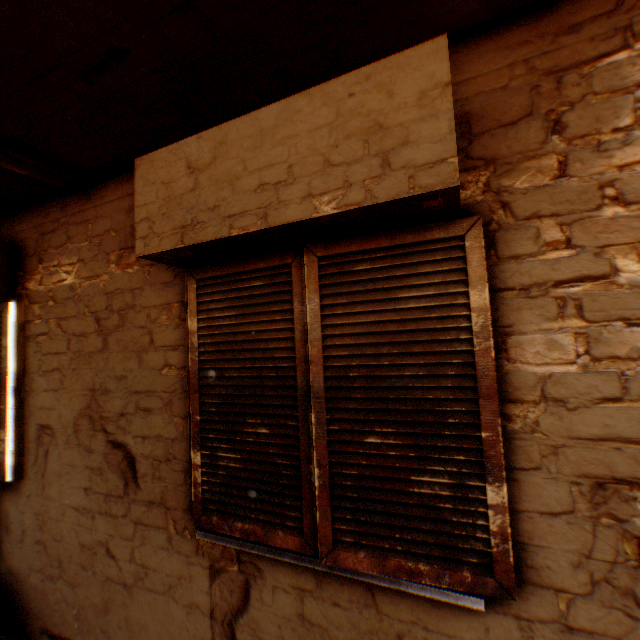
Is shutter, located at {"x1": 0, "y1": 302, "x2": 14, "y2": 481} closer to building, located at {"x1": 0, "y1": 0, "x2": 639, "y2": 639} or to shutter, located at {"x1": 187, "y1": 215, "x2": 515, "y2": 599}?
building, located at {"x1": 0, "y1": 0, "x2": 639, "y2": 639}

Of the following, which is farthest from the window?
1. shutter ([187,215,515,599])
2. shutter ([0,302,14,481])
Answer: shutter ([0,302,14,481])

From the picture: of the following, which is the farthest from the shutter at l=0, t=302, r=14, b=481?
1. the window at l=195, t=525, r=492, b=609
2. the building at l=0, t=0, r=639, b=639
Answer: the window at l=195, t=525, r=492, b=609

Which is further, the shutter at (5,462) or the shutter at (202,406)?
the shutter at (5,462)

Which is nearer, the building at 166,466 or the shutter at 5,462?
the building at 166,466

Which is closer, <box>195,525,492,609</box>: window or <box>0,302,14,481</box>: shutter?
<box>195,525,492,609</box>: window

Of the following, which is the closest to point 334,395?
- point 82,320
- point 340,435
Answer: point 340,435

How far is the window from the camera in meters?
1.3
